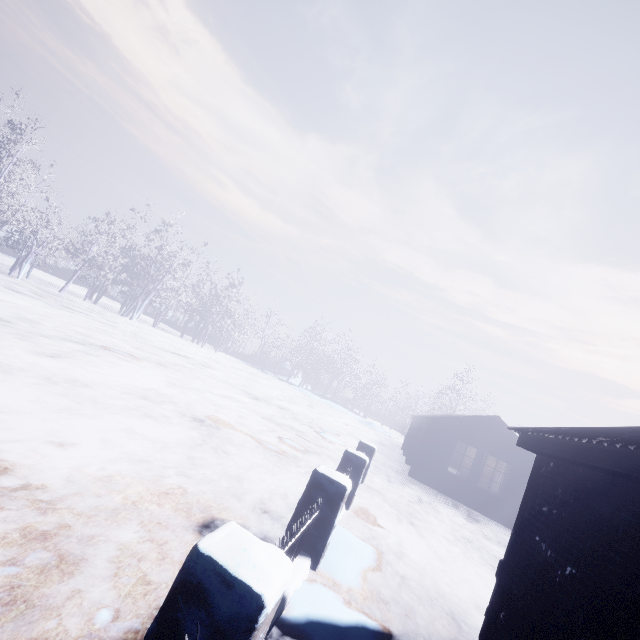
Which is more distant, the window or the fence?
the window

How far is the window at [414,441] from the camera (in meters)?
15.41

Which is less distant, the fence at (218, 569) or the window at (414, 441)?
the fence at (218, 569)

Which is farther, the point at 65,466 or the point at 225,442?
the point at 225,442

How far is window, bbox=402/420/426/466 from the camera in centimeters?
1541cm
